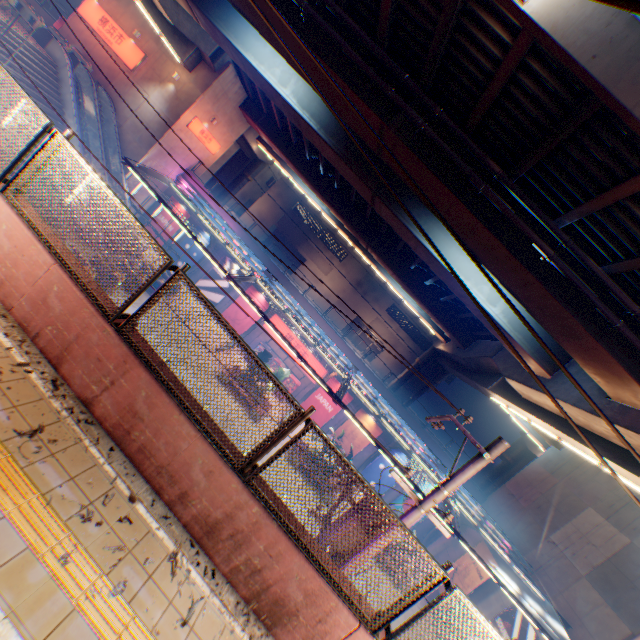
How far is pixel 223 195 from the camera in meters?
37.8

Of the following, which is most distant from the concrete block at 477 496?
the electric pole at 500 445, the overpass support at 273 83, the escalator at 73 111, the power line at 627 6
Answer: the power line at 627 6

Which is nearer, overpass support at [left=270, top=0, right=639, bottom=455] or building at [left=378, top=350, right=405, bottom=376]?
overpass support at [left=270, top=0, right=639, bottom=455]

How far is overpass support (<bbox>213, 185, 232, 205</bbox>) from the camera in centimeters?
3747cm

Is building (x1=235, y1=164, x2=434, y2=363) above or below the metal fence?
above

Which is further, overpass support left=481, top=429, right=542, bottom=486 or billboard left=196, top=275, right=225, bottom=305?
overpass support left=481, top=429, right=542, bottom=486

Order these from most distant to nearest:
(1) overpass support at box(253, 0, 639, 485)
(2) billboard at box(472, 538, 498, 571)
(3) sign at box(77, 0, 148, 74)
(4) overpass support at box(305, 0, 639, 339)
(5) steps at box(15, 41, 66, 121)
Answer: (3) sign at box(77, 0, 148, 74), (2) billboard at box(472, 538, 498, 571), (5) steps at box(15, 41, 66, 121), (1) overpass support at box(253, 0, 639, 485), (4) overpass support at box(305, 0, 639, 339)

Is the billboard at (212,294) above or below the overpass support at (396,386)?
below
